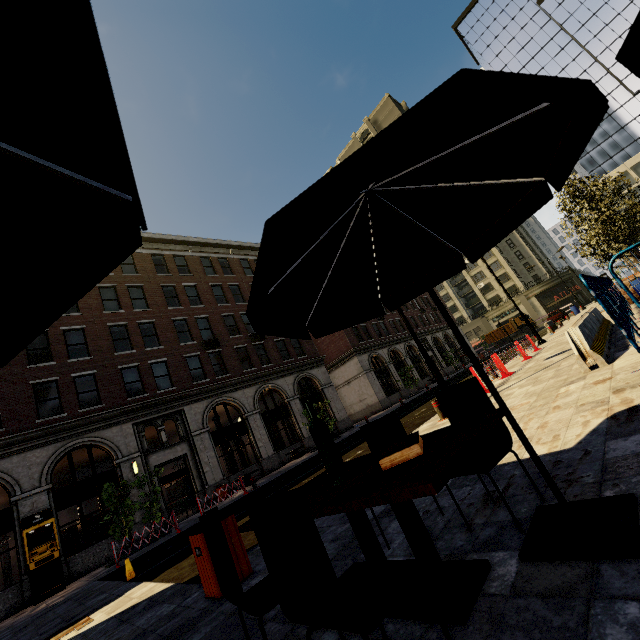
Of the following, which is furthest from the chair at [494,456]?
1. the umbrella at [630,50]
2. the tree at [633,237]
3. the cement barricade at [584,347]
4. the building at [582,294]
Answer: the building at [582,294]

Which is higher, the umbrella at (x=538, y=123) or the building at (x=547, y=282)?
the building at (x=547, y=282)

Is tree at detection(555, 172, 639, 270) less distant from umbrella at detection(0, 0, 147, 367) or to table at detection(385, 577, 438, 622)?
table at detection(385, 577, 438, 622)

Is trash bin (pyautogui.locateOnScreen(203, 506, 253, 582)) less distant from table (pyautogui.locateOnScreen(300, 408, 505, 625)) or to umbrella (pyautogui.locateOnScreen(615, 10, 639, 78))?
table (pyautogui.locateOnScreen(300, 408, 505, 625))

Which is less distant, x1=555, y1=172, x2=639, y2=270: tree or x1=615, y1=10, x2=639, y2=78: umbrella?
Result: x1=615, y1=10, x2=639, y2=78: umbrella

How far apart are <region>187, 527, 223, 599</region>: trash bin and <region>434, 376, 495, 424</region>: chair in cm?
305

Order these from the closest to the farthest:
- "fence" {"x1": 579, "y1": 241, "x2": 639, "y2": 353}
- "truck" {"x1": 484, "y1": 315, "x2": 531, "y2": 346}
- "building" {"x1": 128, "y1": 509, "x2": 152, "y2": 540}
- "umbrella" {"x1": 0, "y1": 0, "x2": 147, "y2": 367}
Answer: "umbrella" {"x1": 0, "y1": 0, "x2": 147, "y2": 367} < "fence" {"x1": 579, "y1": 241, "x2": 639, "y2": 353} < "building" {"x1": 128, "y1": 509, "x2": 152, "y2": 540} < "truck" {"x1": 484, "y1": 315, "x2": 531, "y2": 346}

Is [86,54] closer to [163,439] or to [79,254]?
[79,254]
